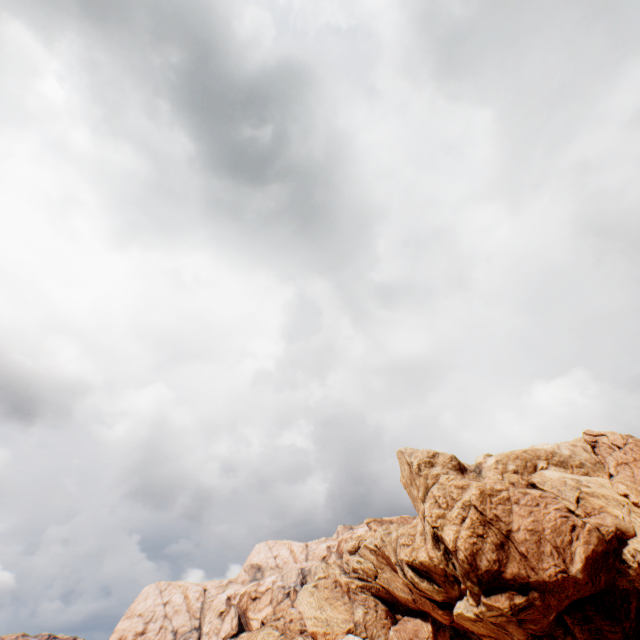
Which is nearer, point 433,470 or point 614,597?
point 614,597
